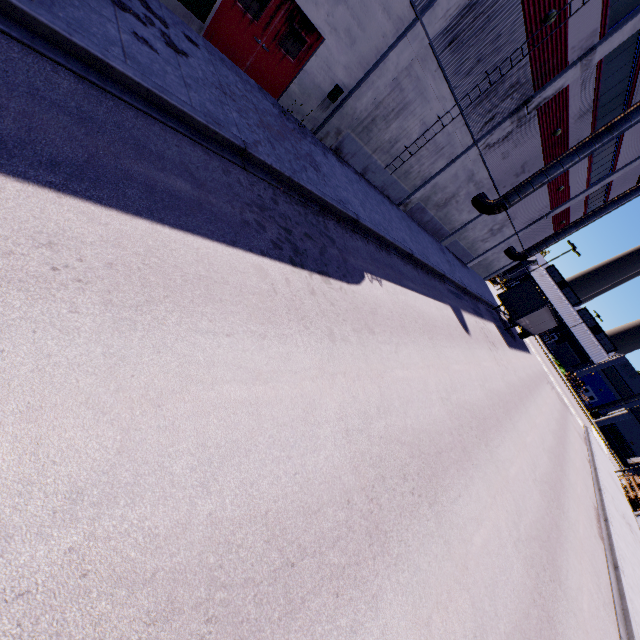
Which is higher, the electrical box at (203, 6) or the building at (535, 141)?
the building at (535, 141)

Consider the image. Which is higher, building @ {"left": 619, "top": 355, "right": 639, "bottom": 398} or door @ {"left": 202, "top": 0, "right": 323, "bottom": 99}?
building @ {"left": 619, "top": 355, "right": 639, "bottom": 398}

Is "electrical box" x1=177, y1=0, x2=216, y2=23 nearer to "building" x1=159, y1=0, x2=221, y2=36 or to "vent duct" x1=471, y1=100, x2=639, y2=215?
"building" x1=159, y1=0, x2=221, y2=36

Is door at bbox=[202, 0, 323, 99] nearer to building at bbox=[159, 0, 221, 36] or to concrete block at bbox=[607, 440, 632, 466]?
building at bbox=[159, 0, 221, 36]

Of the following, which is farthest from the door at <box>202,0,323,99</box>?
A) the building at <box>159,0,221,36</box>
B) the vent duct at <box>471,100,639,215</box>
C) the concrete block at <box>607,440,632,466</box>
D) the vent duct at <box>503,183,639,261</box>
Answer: the concrete block at <box>607,440,632,466</box>

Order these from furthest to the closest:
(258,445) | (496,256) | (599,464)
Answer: (496,256)
(599,464)
(258,445)

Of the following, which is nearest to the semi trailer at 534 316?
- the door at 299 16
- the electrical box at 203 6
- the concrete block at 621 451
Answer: the concrete block at 621 451

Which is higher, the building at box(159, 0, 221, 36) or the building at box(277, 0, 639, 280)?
the building at box(277, 0, 639, 280)
